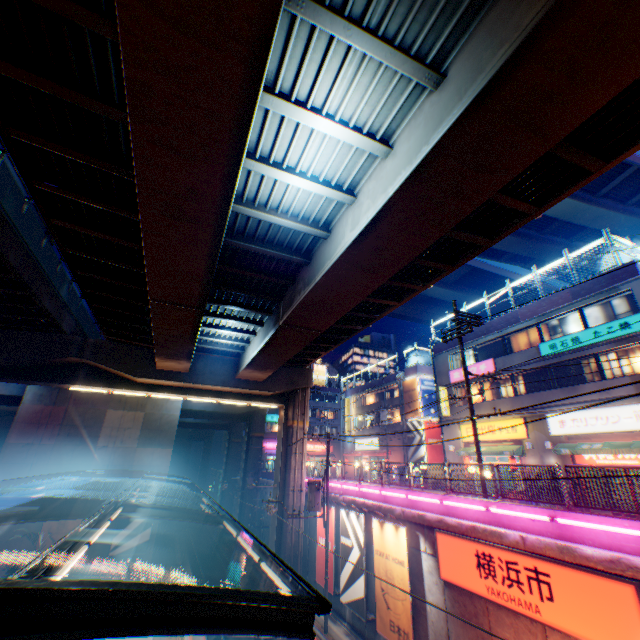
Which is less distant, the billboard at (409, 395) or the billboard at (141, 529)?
the billboard at (141, 529)

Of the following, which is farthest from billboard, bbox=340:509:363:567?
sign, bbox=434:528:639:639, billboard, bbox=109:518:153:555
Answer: billboard, bbox=109:518:153:555

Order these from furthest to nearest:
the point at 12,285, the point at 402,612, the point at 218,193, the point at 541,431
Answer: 1. the point at 541,431
2. the point at 12,285
3. the point at 402,612
4. the point at 218,193

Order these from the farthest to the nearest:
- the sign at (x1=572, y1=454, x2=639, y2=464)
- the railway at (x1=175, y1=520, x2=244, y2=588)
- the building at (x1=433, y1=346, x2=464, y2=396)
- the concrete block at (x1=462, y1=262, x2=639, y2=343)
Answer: the building at (x1=433, y1=346, x2=464, y2=396)
the railway at (x1=175, y1=520, x2=244, y2=588)
the concrete block at (x1=462, y1=262, x2=639, y2=343)
the sign at (x1=572, y1=454, x2=639, y2=464)

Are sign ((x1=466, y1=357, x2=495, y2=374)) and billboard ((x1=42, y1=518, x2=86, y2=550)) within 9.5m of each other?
no

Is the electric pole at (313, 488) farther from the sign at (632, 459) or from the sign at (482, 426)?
the sign at (632, 459)

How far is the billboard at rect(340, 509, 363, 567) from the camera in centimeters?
1664cm

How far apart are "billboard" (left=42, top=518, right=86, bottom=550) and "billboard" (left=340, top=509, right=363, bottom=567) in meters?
20.4
